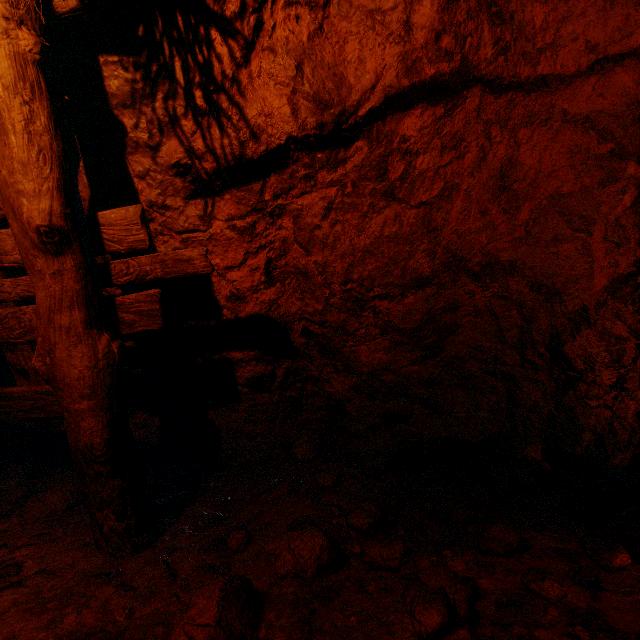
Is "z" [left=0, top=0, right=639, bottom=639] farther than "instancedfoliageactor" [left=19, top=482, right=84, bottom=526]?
No

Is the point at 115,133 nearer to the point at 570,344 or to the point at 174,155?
the point at 174,155

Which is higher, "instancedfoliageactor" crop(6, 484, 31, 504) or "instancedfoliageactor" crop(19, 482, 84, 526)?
"instancedfoliageactor" crop(19, 482, 84, 526)

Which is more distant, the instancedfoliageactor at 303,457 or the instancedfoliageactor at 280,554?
the instancedfoliageactor at 303,457

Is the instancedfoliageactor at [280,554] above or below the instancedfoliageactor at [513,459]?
below

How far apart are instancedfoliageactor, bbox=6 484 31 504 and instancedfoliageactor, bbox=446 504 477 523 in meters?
3.3 m

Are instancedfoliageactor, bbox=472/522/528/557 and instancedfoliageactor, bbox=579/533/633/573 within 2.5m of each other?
Result: yes

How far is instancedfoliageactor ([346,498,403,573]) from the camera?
1.67m
